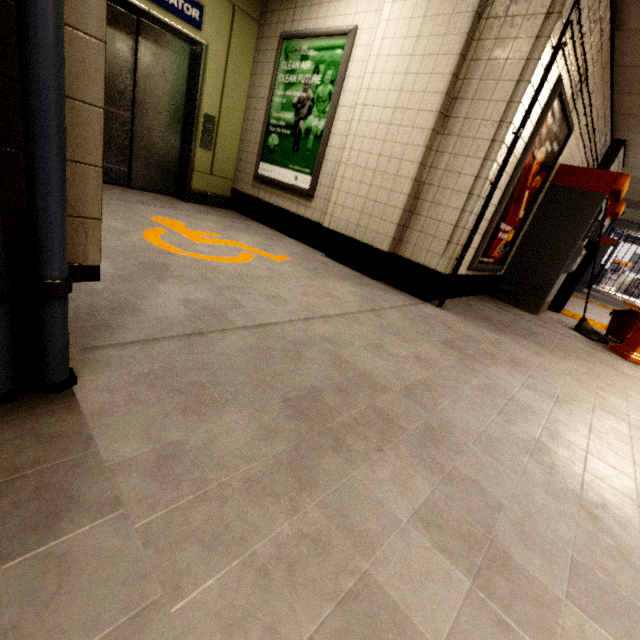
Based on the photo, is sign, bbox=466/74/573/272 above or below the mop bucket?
above

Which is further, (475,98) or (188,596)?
(475,98)

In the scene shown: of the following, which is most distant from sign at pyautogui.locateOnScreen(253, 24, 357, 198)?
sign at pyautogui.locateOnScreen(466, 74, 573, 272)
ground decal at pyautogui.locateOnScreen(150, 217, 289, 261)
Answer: sign at pyautogui.locateOnScreen(466, 74, 573, 272)

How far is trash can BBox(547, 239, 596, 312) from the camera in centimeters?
486cm

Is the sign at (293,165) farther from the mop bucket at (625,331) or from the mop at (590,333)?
the mop bucket at (625,331)

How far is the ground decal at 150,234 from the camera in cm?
252

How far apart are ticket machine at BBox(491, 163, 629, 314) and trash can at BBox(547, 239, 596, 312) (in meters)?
0.21

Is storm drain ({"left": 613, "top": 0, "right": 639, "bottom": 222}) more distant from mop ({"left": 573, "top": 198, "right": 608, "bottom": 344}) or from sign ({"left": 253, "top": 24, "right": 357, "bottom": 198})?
mop ({"left": 573, "top": 198, "right": 608, "bottom": 344})
